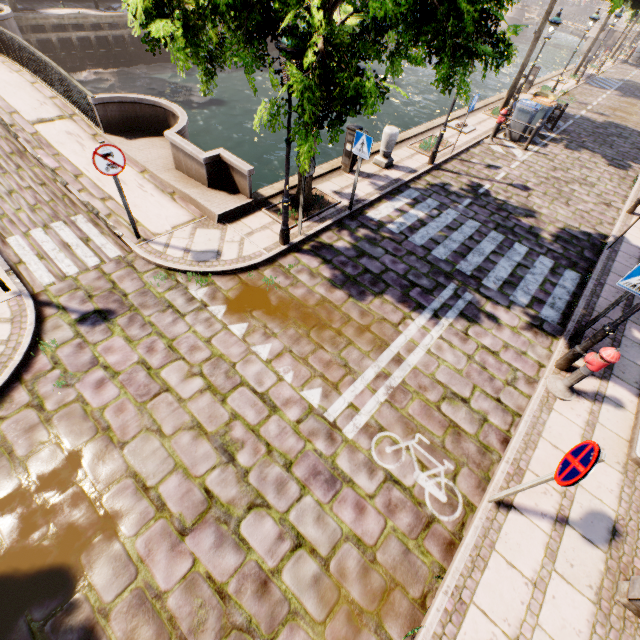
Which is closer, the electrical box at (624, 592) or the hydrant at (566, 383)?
the electrical box at (624, 592)

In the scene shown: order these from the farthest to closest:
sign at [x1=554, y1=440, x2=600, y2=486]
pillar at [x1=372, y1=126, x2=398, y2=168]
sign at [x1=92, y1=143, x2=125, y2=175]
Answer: pillar at [x1=372, y1=126, x2=398, y2=168] < sign at [x1=92, y1=143, x2=125, y2=175] < sign at [x1=554, y1=440, x2=600, y2=486]

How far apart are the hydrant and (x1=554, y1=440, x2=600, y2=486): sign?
2.35m

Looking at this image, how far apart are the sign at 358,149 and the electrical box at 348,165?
1.9m

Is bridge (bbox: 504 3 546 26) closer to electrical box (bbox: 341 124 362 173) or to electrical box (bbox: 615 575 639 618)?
electrical box (bbox: 341 124 362 173)

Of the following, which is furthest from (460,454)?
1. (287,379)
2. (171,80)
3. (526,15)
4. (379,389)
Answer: (526,15)

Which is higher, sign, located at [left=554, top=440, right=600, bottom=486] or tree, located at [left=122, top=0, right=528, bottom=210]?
tree, located at [left=122, top=0, right=528, bottom=210]

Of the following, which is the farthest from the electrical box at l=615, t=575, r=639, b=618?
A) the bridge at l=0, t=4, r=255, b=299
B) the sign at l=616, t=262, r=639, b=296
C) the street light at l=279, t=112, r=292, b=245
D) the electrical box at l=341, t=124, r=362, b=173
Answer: the electrical box at l=341, t=124, r=362, b=173
